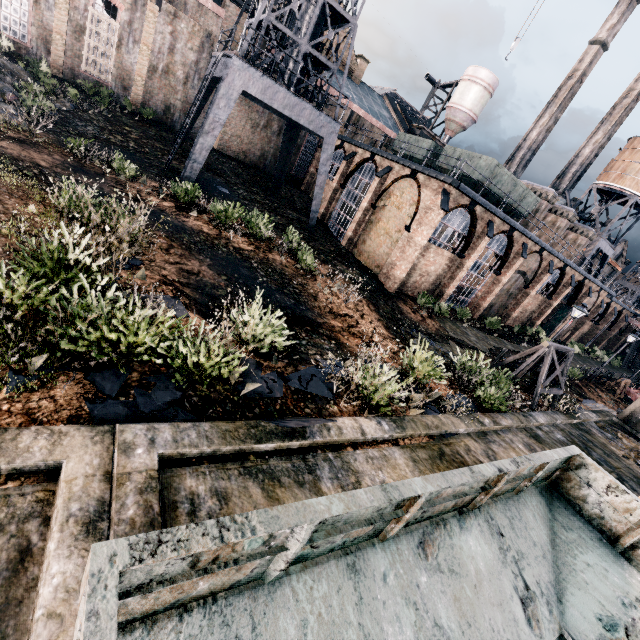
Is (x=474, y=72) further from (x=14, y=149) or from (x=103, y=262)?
(x=103, y=262)

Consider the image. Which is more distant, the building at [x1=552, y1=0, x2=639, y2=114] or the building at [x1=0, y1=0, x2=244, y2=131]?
the building at [x1=552, y1=0, x2=639, y2=114]

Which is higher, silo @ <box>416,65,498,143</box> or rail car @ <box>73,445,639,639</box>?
silo @ <box>416,65,498,143</box>

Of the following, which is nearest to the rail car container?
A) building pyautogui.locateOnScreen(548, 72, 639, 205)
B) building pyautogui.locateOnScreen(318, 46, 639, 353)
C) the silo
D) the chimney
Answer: building pyautogui.locateOnScreen(318, 46, 639, 353)

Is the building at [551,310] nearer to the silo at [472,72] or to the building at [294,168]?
the building at [294,168]

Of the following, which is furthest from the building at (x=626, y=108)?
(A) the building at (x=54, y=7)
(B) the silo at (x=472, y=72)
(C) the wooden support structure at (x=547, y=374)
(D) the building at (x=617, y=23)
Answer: (C) the wooden support structure at (x=547, y=374)

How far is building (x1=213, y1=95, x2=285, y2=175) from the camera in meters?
31.0

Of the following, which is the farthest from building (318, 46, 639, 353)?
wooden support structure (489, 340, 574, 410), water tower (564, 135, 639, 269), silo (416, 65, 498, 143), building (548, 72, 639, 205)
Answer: silo (416, 65, 498, 143)
